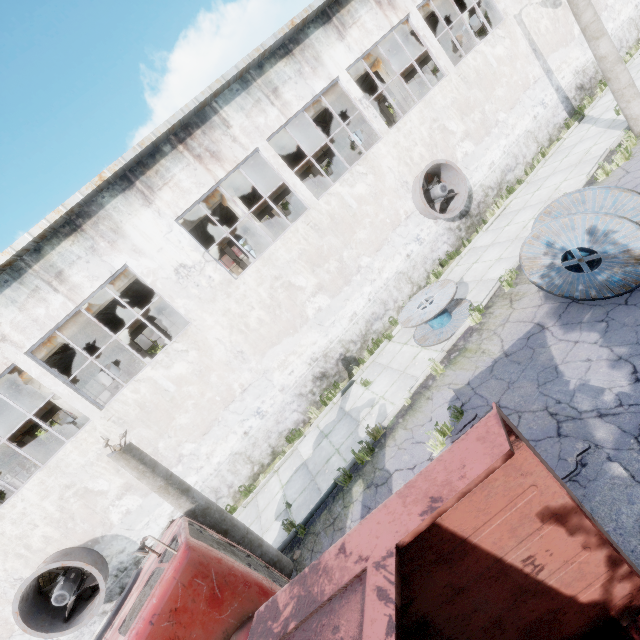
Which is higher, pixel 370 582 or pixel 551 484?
pixel 370 582

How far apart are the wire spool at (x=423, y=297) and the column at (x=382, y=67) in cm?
946

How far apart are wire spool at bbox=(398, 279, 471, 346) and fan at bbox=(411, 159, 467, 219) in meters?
3.3 m

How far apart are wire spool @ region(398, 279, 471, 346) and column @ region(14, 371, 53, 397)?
10.9 meters

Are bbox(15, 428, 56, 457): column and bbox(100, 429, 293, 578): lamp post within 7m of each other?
no

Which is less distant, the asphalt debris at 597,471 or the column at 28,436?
the asphalt debris at 597,471

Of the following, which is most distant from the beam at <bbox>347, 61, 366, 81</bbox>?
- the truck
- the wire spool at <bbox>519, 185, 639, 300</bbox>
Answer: the wire spool at <bbox>519, 185, 639, 300</bbox>

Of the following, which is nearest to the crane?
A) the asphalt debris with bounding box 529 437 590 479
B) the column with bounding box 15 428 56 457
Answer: the column with bounding box 15 428 56 457
